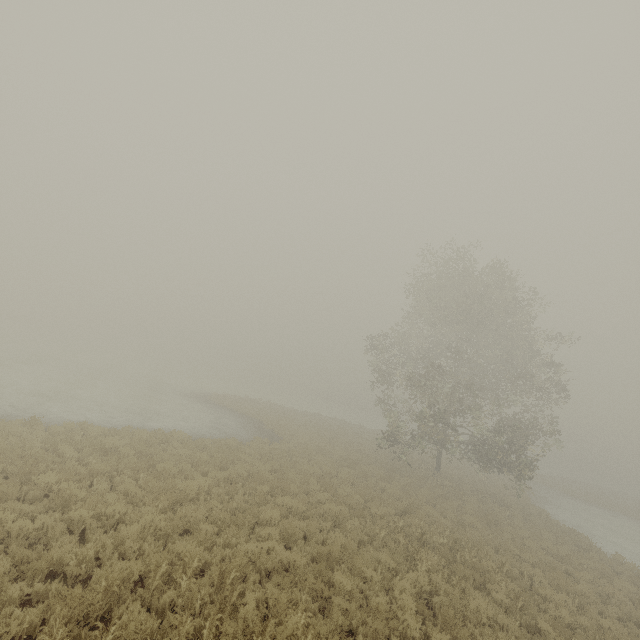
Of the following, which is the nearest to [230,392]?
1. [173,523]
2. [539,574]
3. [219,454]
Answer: [219,454]
